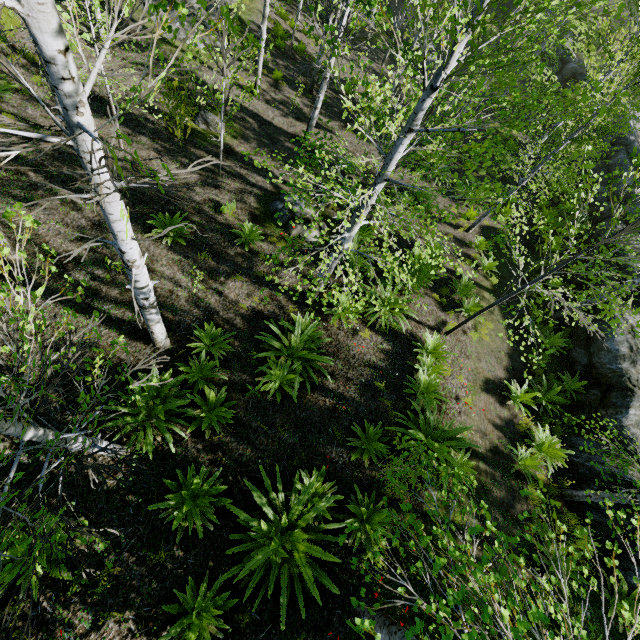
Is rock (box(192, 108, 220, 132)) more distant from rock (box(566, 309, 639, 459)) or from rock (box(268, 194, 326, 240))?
rock (box(566, 309, 639, 459))

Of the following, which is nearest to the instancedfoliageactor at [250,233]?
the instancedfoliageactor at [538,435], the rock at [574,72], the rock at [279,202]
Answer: the rock at [574,72]

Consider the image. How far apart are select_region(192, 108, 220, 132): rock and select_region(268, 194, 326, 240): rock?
3.2m

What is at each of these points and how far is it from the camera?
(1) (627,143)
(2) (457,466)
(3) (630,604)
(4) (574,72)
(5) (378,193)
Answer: (1) rock, 16.4 meters
(2) instancedfoliageactor, 6.4 meters
(3) instancedfoliageactor, 6.5 meters
(4) rock, 22.7 meters
(5) instancedfoliageactor, 5.1 meters

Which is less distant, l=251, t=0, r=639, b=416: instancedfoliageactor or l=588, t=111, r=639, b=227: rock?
l=251, t=0, r=639, b=416: instancedfoliageactor

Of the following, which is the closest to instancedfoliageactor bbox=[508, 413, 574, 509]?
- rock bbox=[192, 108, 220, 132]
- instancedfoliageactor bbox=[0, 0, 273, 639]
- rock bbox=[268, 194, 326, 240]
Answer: instancedfoliageactor bbox=[0, 0, 273, 639]

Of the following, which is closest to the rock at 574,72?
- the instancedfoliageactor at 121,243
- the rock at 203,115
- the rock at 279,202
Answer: the instancedfoliageactor at 121,243
